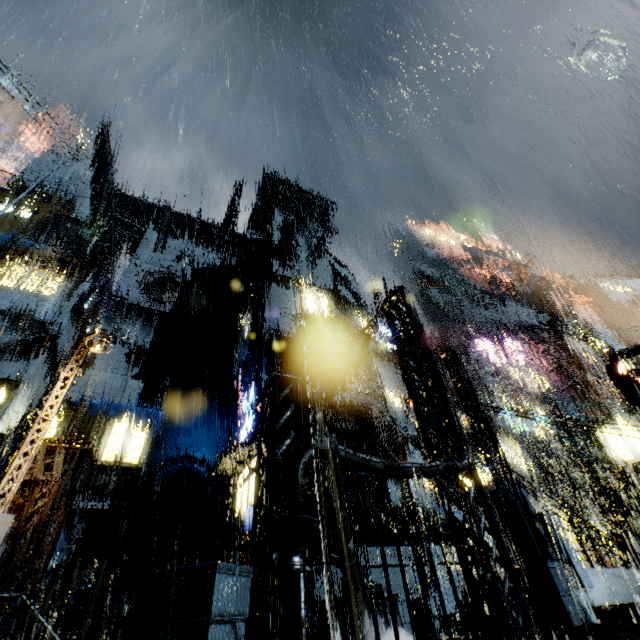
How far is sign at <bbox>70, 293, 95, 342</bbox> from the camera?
21.94m

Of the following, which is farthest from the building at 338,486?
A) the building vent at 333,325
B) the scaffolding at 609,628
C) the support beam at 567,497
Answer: the scaffolding at 609,628

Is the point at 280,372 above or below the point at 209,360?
below

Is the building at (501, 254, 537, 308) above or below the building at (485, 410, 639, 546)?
above

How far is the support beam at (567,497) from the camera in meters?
22.0

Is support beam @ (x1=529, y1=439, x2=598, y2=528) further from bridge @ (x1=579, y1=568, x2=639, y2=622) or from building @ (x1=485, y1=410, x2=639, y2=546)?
bridge @ (x1=579, y1=568, x2=639, y2=622)

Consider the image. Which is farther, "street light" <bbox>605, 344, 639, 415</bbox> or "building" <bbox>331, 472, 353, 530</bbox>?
"building" <bbox>331, 472, 353, 530</bbox>

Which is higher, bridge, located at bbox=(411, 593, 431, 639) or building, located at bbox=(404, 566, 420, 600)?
building, located at bbox=(404, 566, 420, 600)
